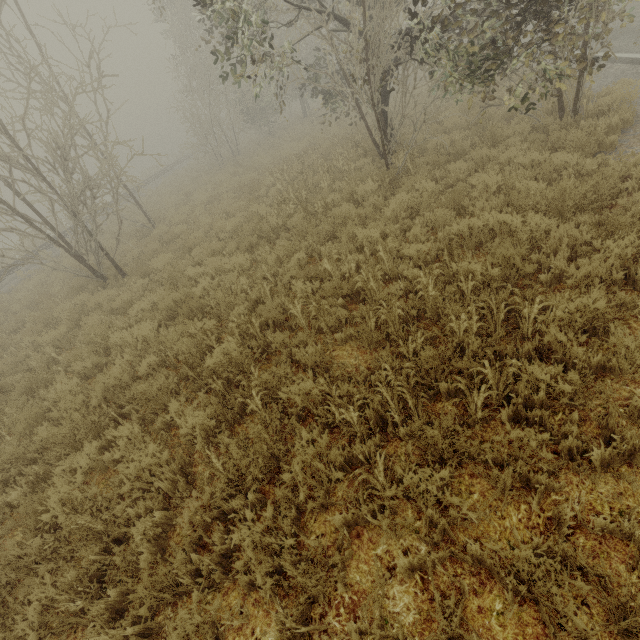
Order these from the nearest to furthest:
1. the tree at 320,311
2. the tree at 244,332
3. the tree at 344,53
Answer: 1. the tree at 244,332
2. the tree at 320,311
3. the tree at 344,53

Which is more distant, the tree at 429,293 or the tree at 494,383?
the tree at 429,293

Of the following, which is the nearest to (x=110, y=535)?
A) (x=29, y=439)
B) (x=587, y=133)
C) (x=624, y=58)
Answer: (x=29, y=439)

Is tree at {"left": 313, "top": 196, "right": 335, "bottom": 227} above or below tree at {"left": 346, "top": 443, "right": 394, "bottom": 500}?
above

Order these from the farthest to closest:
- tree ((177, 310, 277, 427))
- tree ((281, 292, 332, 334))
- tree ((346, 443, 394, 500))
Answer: tree ((281, 292, 332, 334)) < tree ((177, 310, 277, 427)) < tree ((346, 443, 394, 500))

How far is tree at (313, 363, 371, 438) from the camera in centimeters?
336cm

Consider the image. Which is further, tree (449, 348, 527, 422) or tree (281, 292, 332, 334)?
tree (281, 292, 332, 334)
